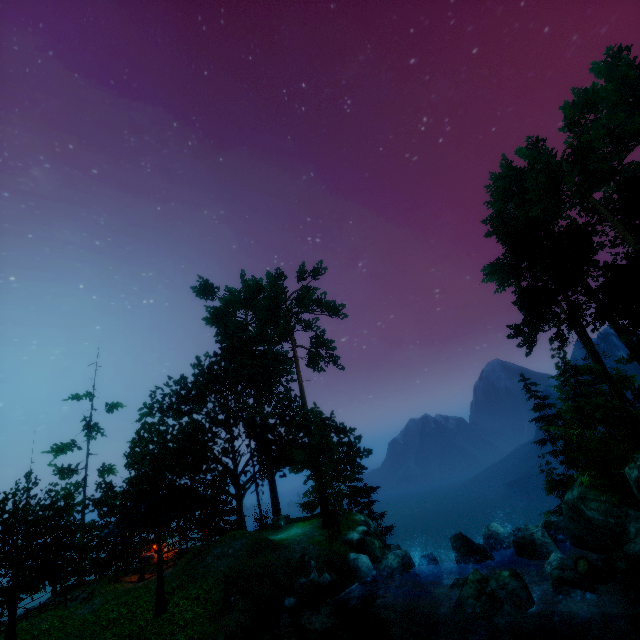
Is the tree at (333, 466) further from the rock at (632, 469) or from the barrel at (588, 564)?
the barrel at (588, 564)

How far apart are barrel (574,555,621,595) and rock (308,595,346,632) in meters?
8.8 m

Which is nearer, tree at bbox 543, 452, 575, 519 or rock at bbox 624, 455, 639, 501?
rock at bbox 624, 455, 639, 501

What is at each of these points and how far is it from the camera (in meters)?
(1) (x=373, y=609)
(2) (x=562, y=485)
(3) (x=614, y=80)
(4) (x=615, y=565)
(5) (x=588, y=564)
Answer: (1) rock, 14.20
(2) tree, 21.42
(3) tree, 32.91
(4) rock, 10.80
(5) barrel, 10.69

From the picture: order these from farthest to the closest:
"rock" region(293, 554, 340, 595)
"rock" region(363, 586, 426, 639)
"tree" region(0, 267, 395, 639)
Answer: "rock" region(293, 554, 340, 595) → "tree" region(0, 267, 395, 639) → "rock" region(363, 586, 426, 639)

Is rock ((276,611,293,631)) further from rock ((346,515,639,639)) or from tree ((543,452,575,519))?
tree ((543,452,575,519))

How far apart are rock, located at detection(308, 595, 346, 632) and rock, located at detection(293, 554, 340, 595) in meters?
0.4

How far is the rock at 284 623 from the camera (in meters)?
12.83
